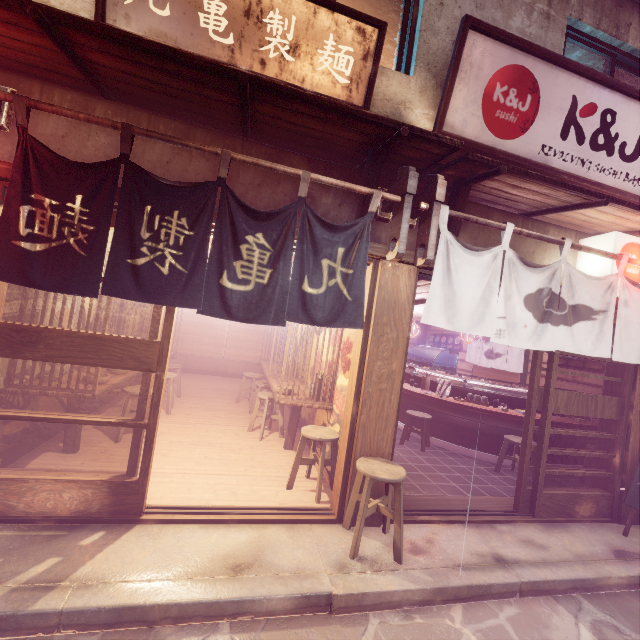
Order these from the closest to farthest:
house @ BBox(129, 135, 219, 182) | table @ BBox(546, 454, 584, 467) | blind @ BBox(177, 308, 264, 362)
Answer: house @ BBox(129, 135, 219, 182)
table @ BBox(546, 454, 584, 467)
blind @ BBox(177, 308, 264, 362)

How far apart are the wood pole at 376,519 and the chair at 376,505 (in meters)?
0.03

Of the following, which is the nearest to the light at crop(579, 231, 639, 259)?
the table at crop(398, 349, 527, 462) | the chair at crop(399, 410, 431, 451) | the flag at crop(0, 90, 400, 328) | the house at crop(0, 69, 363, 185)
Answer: the house at crop(0, 69, 363, 185)

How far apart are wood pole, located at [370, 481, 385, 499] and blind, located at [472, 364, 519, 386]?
12.6m

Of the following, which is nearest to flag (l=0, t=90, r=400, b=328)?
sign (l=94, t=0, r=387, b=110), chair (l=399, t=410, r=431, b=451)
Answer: sign (l=94, t=0, r=387, b=110)

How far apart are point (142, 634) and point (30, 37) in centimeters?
806cm

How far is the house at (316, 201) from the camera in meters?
6.5 m

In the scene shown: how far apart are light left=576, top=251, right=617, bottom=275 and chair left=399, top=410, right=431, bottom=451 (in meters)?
5.93
